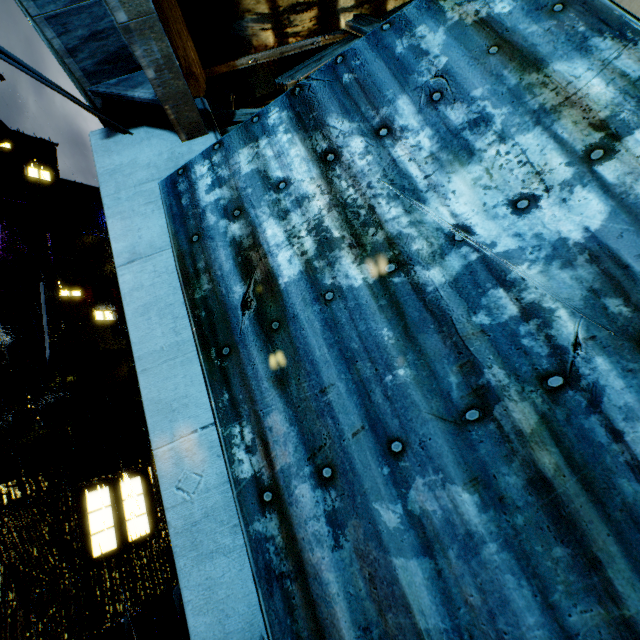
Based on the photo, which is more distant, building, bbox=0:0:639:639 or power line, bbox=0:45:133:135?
power line, bbox=0:45:133:135

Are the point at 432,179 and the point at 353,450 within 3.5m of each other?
yes

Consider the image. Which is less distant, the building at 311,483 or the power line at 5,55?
the building at 311,483
